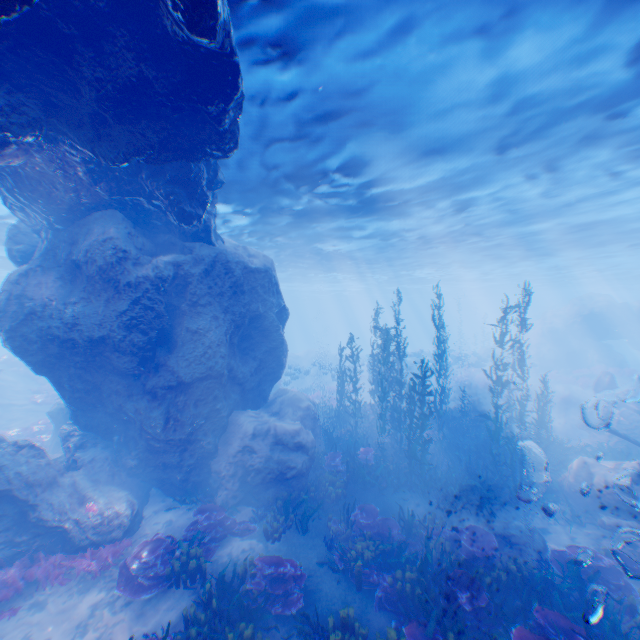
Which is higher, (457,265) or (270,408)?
(457,265)

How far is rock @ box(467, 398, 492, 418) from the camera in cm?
2687

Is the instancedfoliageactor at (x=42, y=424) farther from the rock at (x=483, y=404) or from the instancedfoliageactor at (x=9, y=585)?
the instancedfoliageactor at (x=9, y=585)

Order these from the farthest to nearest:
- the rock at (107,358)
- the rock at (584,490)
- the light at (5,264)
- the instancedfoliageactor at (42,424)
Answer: the instancedfoliageactor at (42,424) < the light at (5,264) < the rock at (584,490) < the rock at (107,358)

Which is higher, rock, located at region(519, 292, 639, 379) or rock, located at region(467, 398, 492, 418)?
rock, located at region(519, 292, 639, 379)

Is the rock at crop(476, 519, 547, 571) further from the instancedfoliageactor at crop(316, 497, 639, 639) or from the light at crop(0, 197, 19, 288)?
the light at crop(0, 197, 19, 288)

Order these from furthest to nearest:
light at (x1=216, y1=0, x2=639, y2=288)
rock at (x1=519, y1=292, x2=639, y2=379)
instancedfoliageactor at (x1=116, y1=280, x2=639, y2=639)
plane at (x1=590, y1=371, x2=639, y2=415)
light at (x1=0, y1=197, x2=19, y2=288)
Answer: rock at (x1=519, y1=292, x2=639, y2=379)
plane at (x1=590, y1=371, x2=639, y2=415)
light at (x1=0, y1=197, x2=19, y2=288)
instancedfoliageactor at (x1=116, y1=280, x2=639, y2=639)
light at (x1=216, y1=0, x2=639, y2=288)

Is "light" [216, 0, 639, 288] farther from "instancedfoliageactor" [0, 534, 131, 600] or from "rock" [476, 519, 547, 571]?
"rock" [476, 519, 547, 571]
